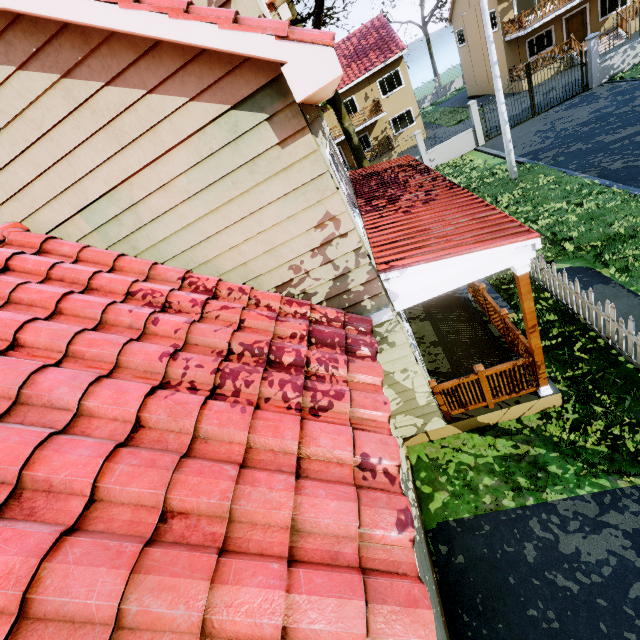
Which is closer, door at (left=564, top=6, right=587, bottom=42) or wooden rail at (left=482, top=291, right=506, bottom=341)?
wooden rail at (left=482, top=291, right=506, bottom=341)

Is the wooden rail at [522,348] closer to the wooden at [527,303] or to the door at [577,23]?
the wooden at [527,303]

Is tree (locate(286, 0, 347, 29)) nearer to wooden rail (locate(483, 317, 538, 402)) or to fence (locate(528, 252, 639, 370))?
fence (locate(528, 252, 639, 370))

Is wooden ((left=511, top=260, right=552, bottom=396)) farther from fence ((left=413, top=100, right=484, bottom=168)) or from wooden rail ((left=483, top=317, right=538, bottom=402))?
fence ((left=413, top=100, right=484, bottom=168))

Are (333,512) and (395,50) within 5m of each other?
no

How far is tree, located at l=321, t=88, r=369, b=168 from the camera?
16.0 meters

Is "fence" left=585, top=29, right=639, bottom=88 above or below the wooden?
below

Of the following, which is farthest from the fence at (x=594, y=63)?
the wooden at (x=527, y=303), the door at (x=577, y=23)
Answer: the door at (x=577, y=23)
